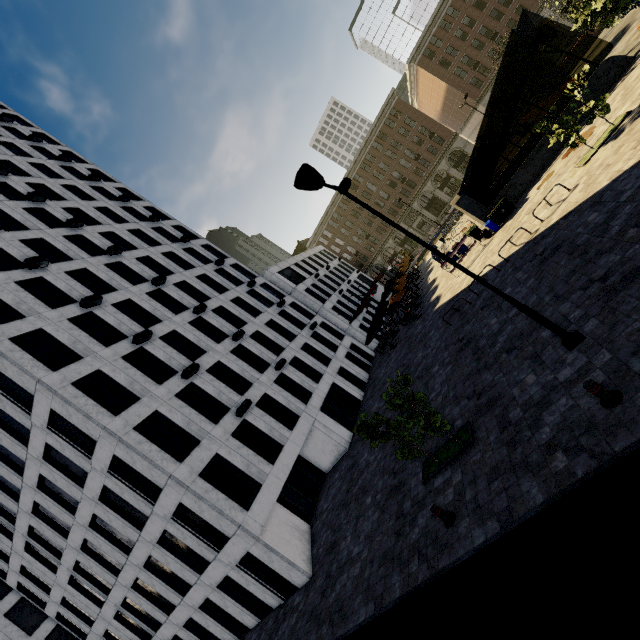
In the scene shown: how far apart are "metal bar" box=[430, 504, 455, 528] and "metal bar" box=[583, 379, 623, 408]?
4.5m

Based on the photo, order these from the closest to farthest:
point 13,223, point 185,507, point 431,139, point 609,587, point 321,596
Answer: point 609,587 < point 321,596 < point 185,507 < point 13,223 < point 431,139

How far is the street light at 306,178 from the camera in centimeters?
693cm

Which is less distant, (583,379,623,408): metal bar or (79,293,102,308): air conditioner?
(583,379,623,408): metal bar

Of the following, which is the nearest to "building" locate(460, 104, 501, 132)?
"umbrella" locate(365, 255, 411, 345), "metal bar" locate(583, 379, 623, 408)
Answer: "umbrella" locate(365, 255, 411, 345)

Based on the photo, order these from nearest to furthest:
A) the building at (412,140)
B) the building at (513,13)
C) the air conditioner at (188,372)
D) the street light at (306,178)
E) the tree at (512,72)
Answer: the street light at (306,178)
the air conditioner at (188,372)
the tree at (512,72)
the building at (513,13)
the building at (412,140)

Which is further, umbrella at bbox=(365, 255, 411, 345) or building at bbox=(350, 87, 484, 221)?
building at bbox=(350, 87, 484, 221)

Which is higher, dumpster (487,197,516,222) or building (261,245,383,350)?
building (261,245,383,350)
